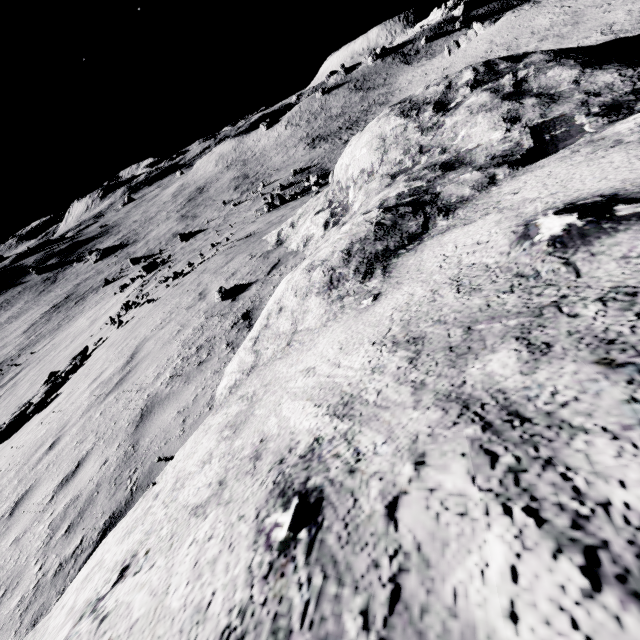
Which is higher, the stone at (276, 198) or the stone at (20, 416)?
the stone at (20, 416)

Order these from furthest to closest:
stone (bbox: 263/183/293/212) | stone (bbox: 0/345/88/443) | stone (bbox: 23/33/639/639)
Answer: stone (bbox: 263/183/293/212) < stone (bbox: 0/345/88/443) < stone (bbox: 23/33/639/639)

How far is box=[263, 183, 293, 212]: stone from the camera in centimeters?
3388cm

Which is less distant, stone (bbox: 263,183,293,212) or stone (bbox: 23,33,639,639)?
stone (bbox: 23,33,639,639)

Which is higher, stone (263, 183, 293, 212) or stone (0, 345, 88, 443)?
stone (0, 345, 88, 443)

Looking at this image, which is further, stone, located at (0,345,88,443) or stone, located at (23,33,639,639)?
stone, located at (0,345,88,443)

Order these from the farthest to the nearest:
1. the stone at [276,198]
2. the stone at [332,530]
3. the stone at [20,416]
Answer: the stone at [276,198] → the stone at [20,416] → the stone at [332,530]

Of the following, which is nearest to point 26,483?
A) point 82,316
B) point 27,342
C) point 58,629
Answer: point 58,629
